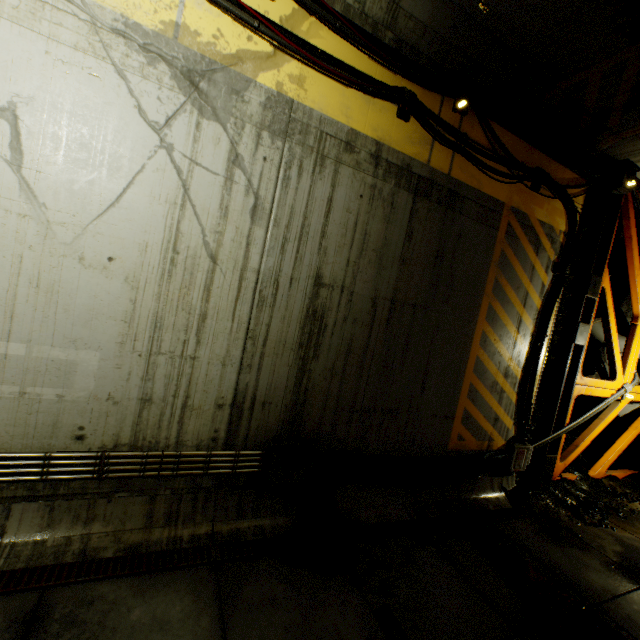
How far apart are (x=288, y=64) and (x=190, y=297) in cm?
298

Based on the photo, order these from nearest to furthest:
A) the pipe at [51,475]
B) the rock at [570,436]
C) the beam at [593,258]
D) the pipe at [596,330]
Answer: the pipe at [51,475], the beam at [593,258], the rock at [570,436], the pipe at [596,330]

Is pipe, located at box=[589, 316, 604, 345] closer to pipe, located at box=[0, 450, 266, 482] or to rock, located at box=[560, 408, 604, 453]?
rock, located at box=[560, 408, 604, 453]

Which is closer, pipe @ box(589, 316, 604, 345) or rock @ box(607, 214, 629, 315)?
rock @ box(607, 214, 629, 315)

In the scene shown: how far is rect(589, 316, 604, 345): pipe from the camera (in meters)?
9.73

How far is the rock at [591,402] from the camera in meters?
9.9
